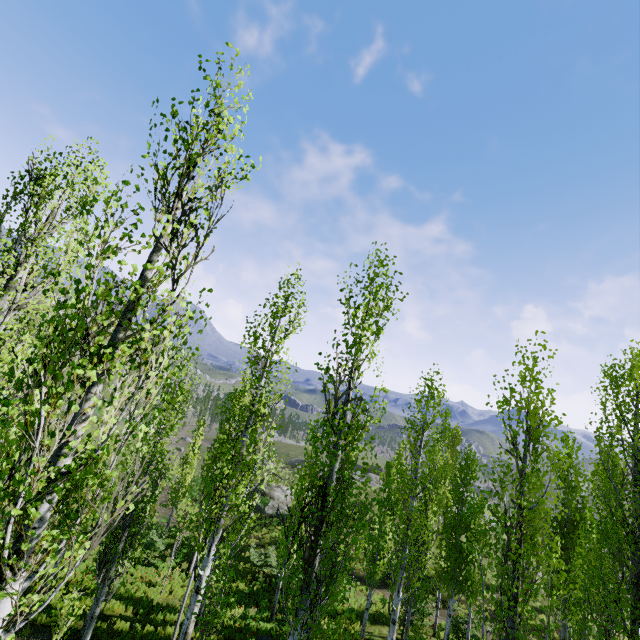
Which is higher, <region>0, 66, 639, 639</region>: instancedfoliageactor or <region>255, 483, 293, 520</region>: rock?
<region>0, 66, 639, 639</region>: instancedfoliageactor

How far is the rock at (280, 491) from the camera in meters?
32.6

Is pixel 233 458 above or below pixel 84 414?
below

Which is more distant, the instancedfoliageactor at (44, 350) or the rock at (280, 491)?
the rock at (280, 491)

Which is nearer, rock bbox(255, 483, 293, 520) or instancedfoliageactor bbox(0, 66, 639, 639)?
instancedfoliageactor bbox(0, 66, 639, 639)

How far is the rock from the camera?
32.6m
